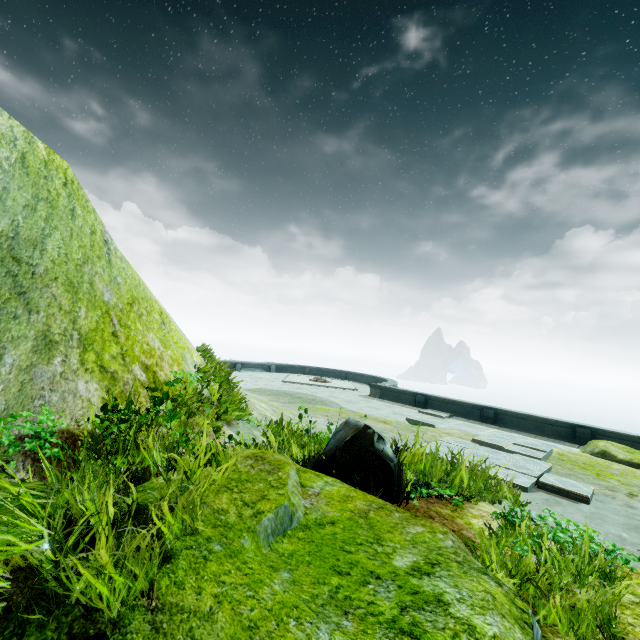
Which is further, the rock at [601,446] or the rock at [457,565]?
the rock at [601,446]

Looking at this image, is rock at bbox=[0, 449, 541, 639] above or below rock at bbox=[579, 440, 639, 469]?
above

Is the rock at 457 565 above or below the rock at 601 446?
above

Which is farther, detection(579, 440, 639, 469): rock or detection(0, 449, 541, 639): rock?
detection(579, 440, 639, 469): rock

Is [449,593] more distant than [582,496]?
No
